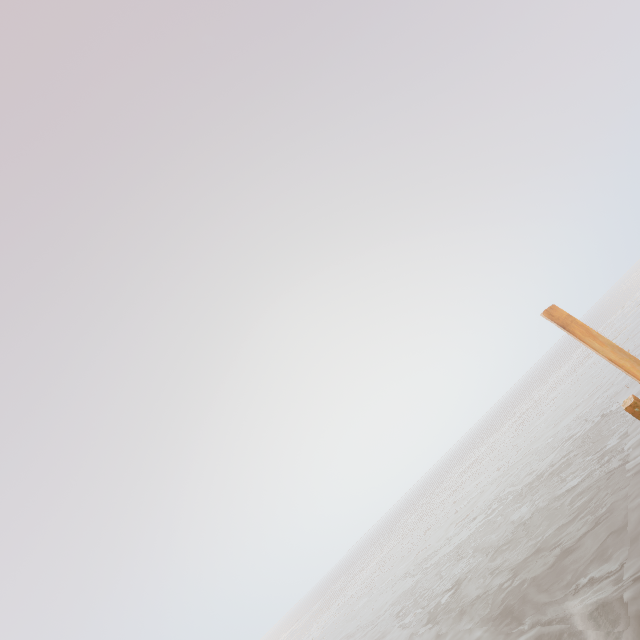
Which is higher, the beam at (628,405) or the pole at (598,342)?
the pole at (598,342)

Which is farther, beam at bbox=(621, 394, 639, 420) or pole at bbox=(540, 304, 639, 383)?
beam at bbox=(621, 394, 639, 420)

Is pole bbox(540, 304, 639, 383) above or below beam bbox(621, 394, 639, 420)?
above

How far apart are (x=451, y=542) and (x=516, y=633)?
21.2 meters

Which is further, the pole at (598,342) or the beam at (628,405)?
the beam at (628,405)
